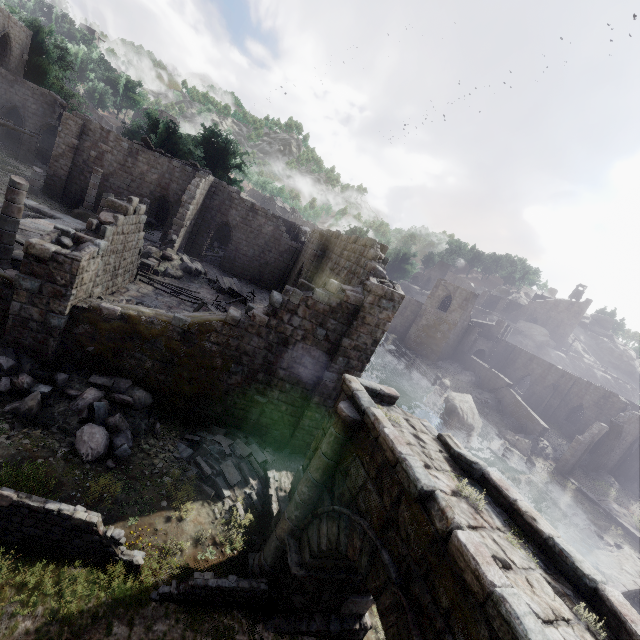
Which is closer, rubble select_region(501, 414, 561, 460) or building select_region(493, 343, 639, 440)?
rubble select_region(501, 414, 561, 460)

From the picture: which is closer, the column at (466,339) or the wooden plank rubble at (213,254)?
the wooden plank rubble at (213,254)

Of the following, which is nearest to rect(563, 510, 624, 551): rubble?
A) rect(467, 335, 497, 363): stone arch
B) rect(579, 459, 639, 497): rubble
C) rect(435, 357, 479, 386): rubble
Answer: rect(435, 357, 479, 386): rubble

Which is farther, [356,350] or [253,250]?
[253,250]

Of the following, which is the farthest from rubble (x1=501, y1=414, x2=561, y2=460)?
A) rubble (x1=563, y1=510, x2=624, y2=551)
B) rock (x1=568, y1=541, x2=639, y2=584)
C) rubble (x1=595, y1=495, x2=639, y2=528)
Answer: rock (x1=568, y1=541, x2=639, y2=584)

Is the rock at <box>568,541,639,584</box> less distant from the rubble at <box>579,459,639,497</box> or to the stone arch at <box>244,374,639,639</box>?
the stone arch at <box>244,374,639,639</box>

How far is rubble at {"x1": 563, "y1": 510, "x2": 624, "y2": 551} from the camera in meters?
22.5 m

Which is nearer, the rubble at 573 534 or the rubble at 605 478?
the rubble at 573 534
